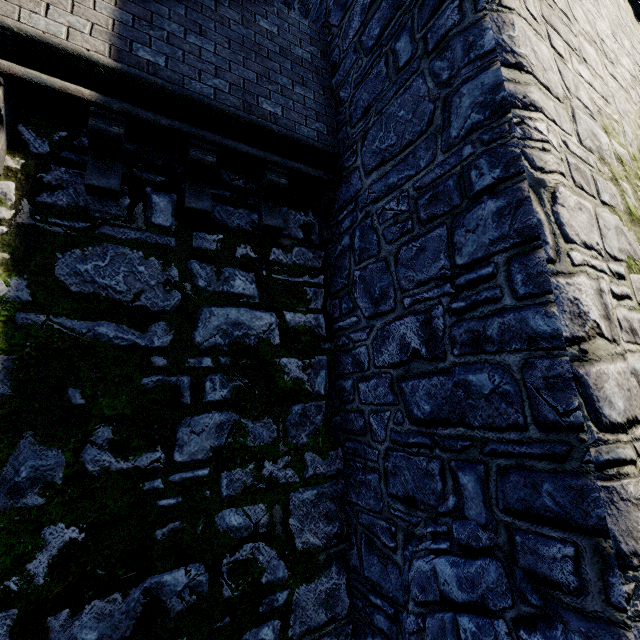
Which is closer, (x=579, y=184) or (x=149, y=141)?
(x=579, y=184)
